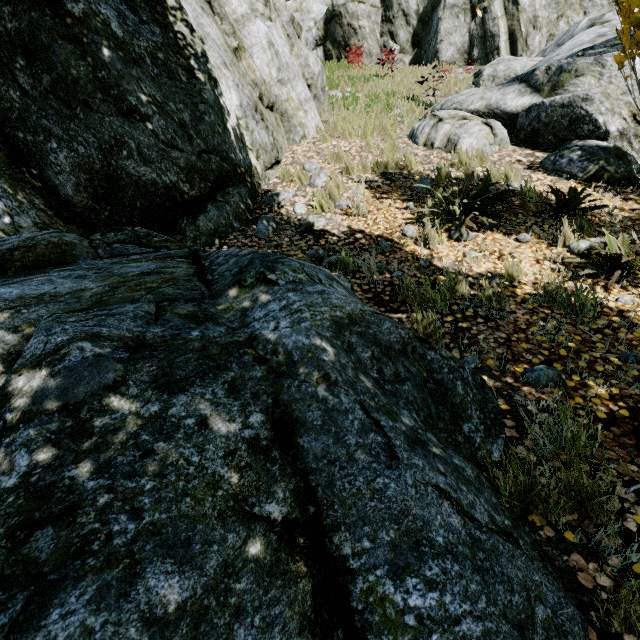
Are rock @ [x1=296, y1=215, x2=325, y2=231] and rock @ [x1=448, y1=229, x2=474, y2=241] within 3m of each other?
yes

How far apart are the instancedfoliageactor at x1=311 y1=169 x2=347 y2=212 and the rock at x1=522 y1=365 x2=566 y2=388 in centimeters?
368cm

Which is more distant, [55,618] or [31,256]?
[31,256]

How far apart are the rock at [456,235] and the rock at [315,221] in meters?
1.8 m

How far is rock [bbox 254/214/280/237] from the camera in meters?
4.6 m

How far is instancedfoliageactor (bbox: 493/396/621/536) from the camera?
1.50m

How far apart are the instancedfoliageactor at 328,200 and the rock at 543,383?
3.7m
